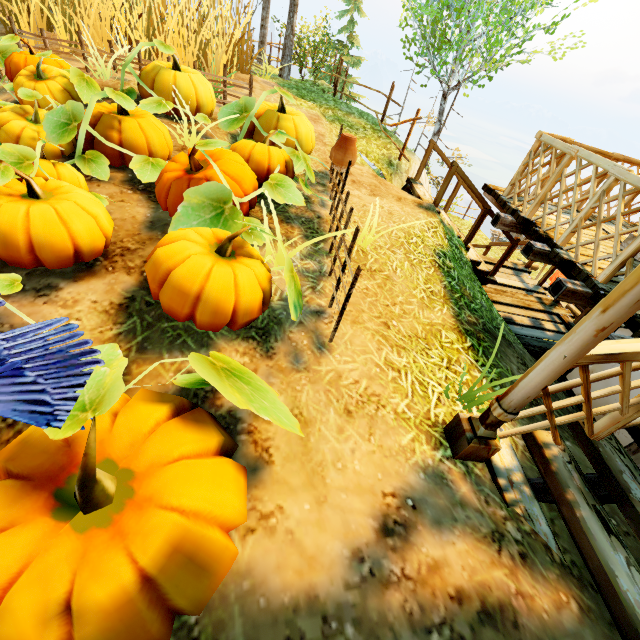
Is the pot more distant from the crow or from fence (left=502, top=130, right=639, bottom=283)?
the crow

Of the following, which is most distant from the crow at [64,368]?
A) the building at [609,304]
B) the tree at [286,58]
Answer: the tree at [286,58]

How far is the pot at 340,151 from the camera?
4.0m

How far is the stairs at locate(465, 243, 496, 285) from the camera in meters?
6.9

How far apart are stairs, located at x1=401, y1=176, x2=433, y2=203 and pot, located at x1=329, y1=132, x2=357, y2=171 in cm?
261

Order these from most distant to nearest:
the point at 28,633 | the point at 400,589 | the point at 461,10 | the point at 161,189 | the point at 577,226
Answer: the point at 461,10
the point at 577,226
the point at 161,189
the point at 400,589
the point at 28,633

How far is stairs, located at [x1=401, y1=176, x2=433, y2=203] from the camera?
6.6 meters

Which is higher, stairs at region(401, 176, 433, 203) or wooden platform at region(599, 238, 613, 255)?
wooden platform at region(599, 238, 613, 255)
